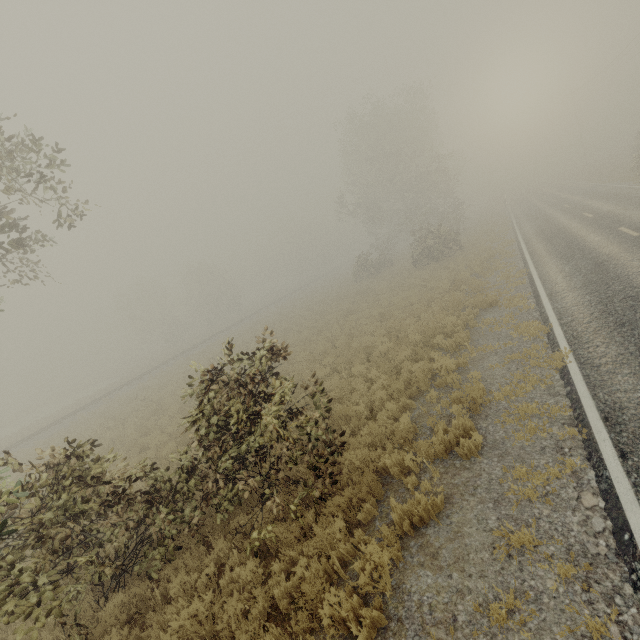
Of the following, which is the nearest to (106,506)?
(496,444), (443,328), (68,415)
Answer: (496,444)

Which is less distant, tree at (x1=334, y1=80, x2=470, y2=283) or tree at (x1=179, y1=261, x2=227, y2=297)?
tree at (x1=334, y1=80, x2=470, y2=283)

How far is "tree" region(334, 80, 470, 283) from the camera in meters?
32.3

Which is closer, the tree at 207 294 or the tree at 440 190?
the tree at 440 190

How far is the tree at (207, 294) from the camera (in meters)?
56.32
